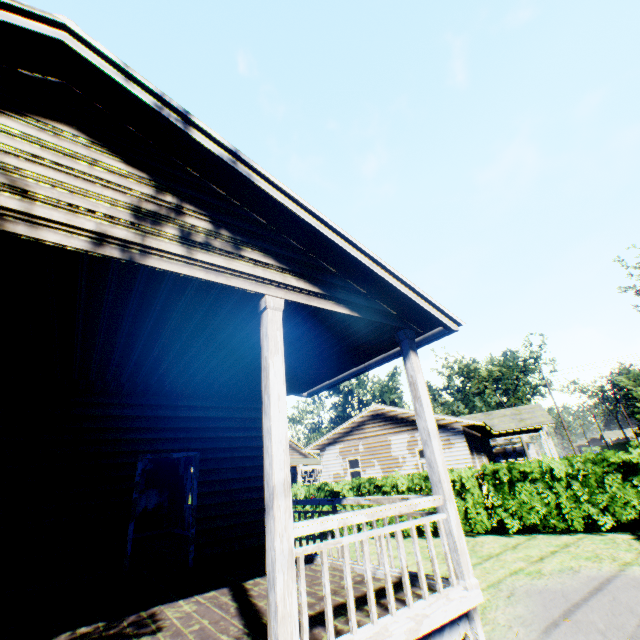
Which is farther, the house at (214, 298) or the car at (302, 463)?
the car at (302, 463)

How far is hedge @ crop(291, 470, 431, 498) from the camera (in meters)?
13.00

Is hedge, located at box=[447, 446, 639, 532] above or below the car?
below

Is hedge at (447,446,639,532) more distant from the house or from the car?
the car

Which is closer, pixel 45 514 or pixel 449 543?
pixel 449 543

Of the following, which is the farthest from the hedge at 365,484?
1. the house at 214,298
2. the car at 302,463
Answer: the car at 302,463

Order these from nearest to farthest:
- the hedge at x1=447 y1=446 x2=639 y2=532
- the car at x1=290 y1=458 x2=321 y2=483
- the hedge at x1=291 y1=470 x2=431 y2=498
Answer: the hedge at x1=447 y1=446 x2=639 y2=532
the hedge at x1=291 y1=470 x2=431 y2=498
the car at x1=290 y1=458 x2=321 y2=483
